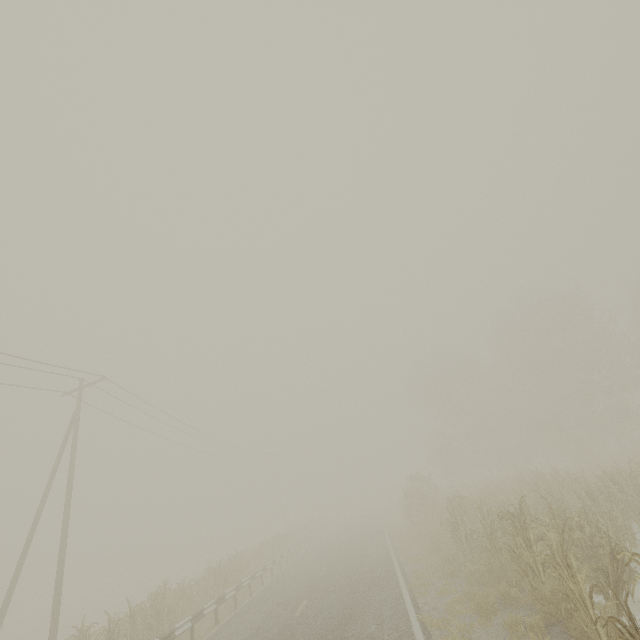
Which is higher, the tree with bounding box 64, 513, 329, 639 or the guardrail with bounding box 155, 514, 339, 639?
the guardrail with bounding box 155, 514, 339, 639

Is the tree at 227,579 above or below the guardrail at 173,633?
below

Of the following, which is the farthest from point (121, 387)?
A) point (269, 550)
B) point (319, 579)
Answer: point (269, 550)
